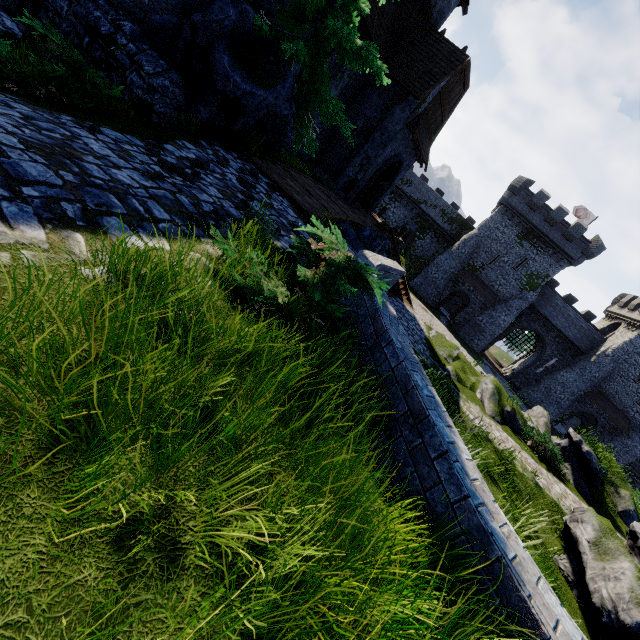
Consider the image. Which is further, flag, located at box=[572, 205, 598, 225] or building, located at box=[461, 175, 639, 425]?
flag, located at box=[572, 205, 598, 225]

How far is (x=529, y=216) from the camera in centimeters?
3584cm

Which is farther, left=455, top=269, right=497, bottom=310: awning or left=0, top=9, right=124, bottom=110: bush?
left=455, top=269, right=497, bottom=310: awning

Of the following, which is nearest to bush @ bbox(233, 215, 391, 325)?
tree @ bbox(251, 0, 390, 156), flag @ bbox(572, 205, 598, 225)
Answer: tree @ bbox(251, 0, 390, 156)

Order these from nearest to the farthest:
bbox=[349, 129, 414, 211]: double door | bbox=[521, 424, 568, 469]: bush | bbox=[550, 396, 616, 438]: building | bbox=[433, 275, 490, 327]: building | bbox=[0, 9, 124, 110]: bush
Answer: bbox=[0, 9, 124, 110]: bush < bbox=[521, 424, 568, 469]: bush < bbox=[349, 129, 414, 211]: double door < bbox=[550, 396, 616, 438]: building < bbox=[433, 275, 490, 327]: building

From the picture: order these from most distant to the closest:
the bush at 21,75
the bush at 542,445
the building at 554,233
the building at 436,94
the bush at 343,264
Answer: the building at 554,233 < the building at 436,94 < the bush at 542,445 < the bush at 21,75 < the bush at 343,264

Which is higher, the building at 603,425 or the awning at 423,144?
the awning at 423,144

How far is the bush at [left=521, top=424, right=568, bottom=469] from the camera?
13.41m
